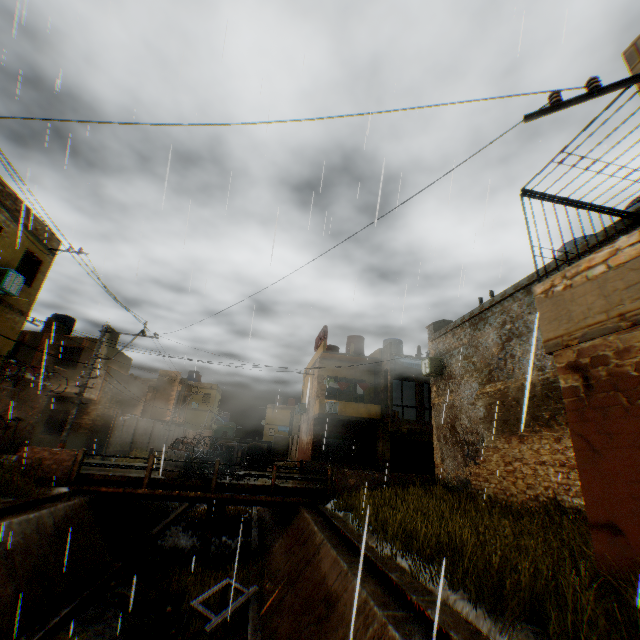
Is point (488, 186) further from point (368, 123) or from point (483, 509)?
point (483, 509)

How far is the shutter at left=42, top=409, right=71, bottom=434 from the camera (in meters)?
21.00

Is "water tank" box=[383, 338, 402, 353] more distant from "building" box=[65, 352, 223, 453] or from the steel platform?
the steel platform

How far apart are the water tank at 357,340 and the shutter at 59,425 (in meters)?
20.32

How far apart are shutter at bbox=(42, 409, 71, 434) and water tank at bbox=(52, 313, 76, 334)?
6.2 meters

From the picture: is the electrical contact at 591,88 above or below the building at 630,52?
below

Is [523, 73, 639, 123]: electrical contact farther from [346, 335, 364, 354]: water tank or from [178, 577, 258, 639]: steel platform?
[346, 335, 364, 354]: water tank

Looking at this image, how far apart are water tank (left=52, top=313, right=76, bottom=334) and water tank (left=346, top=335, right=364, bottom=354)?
22.4m
